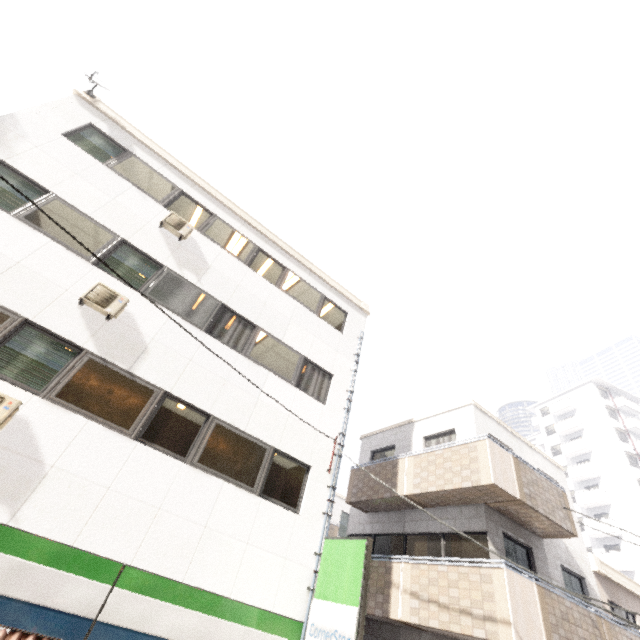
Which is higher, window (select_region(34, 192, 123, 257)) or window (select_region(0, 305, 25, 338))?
window (select_region(34, 192, 123, 257))

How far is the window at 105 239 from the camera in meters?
7.6 m

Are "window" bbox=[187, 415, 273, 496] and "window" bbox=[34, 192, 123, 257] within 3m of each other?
no

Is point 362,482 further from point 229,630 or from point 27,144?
point 27,144

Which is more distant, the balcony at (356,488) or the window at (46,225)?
the balcony at (356,488)

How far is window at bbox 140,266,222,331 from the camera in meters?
8.2 m

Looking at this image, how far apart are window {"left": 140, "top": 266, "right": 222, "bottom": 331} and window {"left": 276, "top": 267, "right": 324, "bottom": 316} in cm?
208

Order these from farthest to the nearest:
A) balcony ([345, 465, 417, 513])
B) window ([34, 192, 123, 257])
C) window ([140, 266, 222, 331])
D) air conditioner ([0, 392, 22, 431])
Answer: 1. balcony ([345, 465, 417, 513])
2. window ([140, 266, 222, 331])
3. window ([34, 192, 123, 257])
4. air conditioner ([0, 392, 22, 431])
